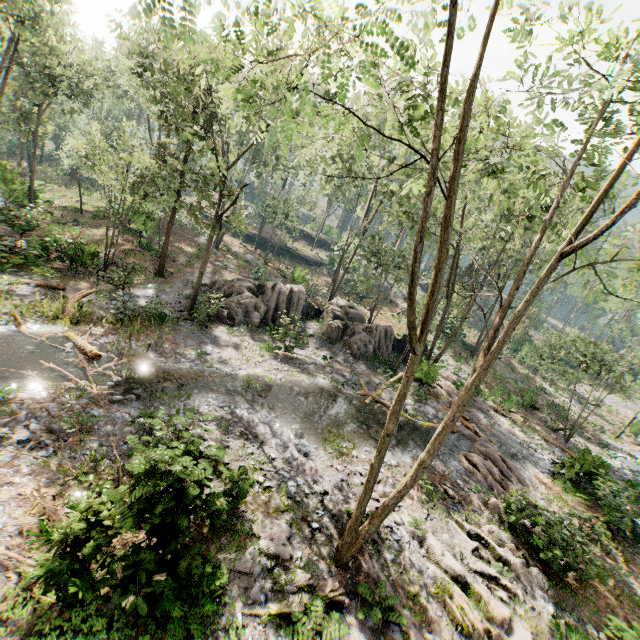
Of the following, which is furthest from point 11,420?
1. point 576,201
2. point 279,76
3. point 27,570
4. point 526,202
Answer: point 526,202

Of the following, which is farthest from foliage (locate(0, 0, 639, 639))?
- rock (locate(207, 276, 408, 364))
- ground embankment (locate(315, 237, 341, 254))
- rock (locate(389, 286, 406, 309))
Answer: ground embankment (locate(315, 237, 341, 254))

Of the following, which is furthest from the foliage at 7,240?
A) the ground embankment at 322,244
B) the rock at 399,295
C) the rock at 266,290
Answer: the ground embankment at 322,244

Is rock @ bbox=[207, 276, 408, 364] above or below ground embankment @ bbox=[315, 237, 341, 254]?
below

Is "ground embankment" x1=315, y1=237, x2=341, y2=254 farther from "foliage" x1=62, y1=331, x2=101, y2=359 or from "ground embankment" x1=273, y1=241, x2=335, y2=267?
"ground embankment" x1=273, y1=241, x2=335, y2=267

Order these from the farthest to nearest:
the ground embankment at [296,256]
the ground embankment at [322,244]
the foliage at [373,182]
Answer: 1. the ground embankment at [322,244]
2. the ground embankment at [296,256]
3. the foliage at [373,182]

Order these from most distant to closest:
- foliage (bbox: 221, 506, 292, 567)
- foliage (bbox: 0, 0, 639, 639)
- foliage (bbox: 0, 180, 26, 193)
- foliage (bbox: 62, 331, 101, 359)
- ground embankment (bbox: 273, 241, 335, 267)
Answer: ground embankment (bbox: 273, 241, 335, 267) → foliage (bbox: 0, 180, 26, 193) → foliage (bbox: 62, 331, 101, 359) → foliage (bbox: 221, 506, 292, 567) → foliage (bbox: 0, 0, 639, 639)

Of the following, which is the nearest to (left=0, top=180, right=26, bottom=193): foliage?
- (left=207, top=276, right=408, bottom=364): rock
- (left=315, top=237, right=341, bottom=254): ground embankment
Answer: (left=207, top=276, right=408, bottom=364): rock
